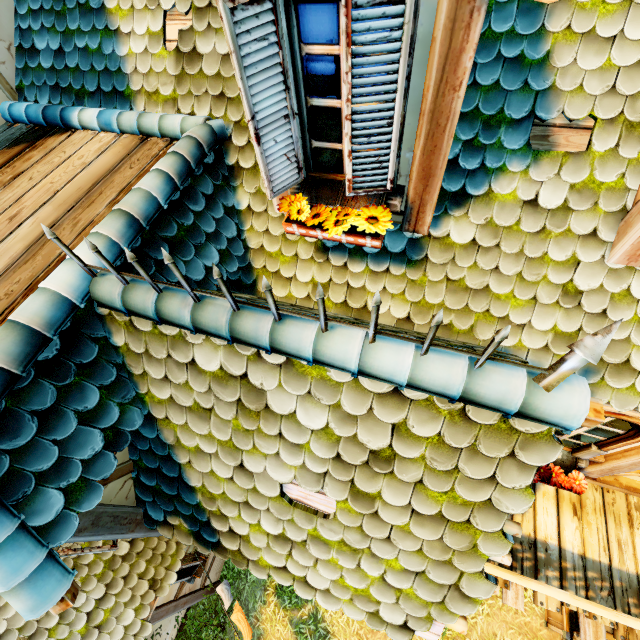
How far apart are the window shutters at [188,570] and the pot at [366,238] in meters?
6.5

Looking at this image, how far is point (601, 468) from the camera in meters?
4.3 m

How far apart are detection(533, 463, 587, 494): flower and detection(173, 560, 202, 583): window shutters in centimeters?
525cm

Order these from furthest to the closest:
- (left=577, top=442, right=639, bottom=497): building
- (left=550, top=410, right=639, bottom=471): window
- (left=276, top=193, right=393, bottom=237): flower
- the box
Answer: the box < (left=577, top=442, right=639, bottom=497): building < (left=550, top=410, right=639, bottom=471): window < (left=276, top=193, right=393, bottom=237): flower

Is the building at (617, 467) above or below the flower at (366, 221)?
below

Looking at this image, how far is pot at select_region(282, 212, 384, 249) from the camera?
2.38m

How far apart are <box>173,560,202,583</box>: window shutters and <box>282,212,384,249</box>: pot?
6.5 meters

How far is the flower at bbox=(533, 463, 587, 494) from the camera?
4.07m
